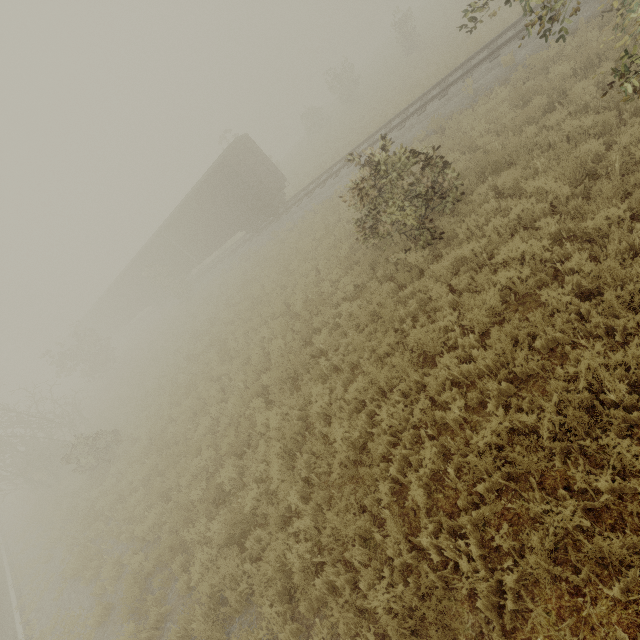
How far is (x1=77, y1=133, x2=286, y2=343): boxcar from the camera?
19.44m

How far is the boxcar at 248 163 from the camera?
19.4m

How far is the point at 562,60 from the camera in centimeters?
891cm

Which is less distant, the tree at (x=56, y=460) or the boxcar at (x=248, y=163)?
the tree at (x=56, y=460)

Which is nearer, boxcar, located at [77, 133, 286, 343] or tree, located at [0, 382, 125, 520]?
tree, located at [0, 382, 125, 520]
